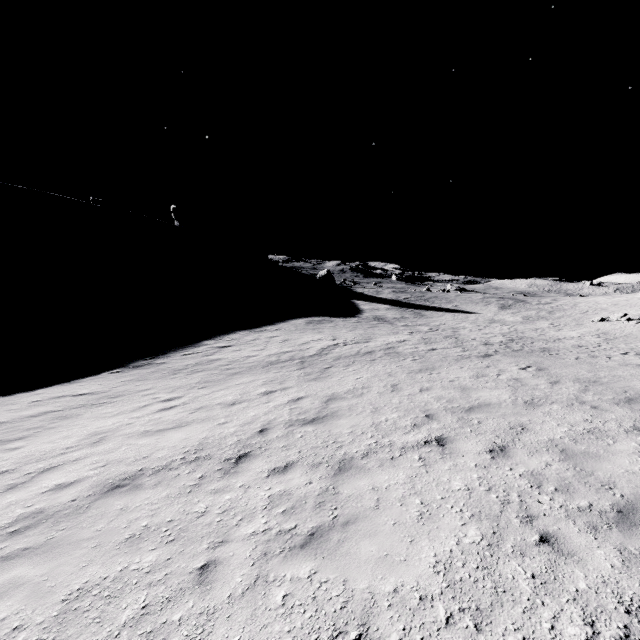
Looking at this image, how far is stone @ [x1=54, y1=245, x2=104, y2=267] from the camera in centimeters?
5200cm

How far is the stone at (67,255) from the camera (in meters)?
52.00

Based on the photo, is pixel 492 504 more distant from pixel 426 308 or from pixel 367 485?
pixel 426 308

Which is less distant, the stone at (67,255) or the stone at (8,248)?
the stone at (8,248)

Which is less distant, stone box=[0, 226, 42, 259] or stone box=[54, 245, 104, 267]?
stone box=[0, 226, 42, 259]
